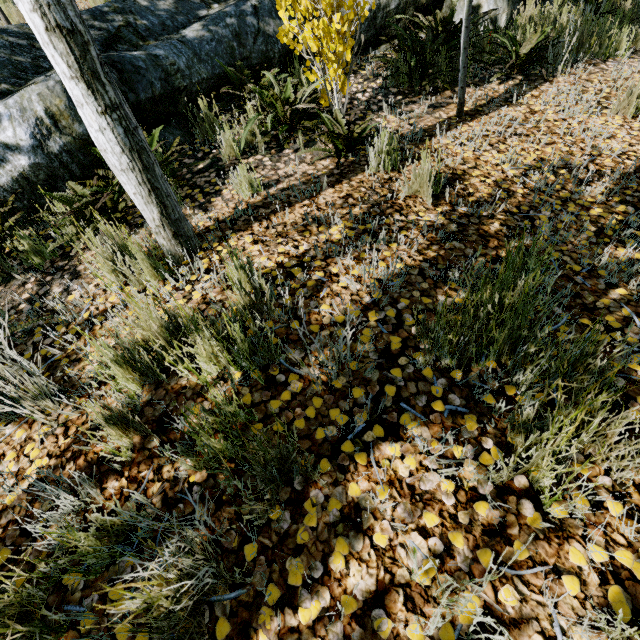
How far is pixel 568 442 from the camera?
1.27m

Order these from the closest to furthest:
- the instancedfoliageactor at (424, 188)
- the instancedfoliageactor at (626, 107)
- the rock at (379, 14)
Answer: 1. the instancedfoliageactor at (424, 188)
2. the instancedfoliageactor at (626, 107)
3. the rock at (379, 14)

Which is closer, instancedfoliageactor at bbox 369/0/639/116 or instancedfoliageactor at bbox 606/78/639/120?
instancedfoliageactor at bbox 606/78/639/120

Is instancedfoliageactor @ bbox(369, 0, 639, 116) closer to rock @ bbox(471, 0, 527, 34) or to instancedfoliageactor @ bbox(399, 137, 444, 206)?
rock @ bbox(471, 0, 527, 34)

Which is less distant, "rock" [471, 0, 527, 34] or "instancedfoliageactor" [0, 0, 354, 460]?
"instancedfoliageactor" [0, 0, 354, 460]

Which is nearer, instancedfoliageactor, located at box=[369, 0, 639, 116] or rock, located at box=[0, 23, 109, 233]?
rock, located at box=[0, 23, 109, 233]

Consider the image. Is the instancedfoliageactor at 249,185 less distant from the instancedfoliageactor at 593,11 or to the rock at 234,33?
the rock at 234,33
